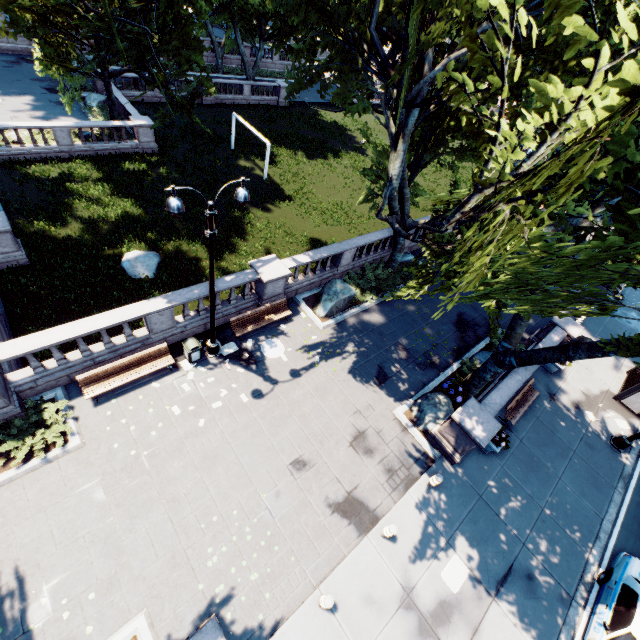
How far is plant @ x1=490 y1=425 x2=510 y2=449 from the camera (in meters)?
12.56

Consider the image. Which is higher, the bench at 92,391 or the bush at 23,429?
the bench at 92,391

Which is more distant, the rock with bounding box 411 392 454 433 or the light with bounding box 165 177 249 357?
the rock with bounding box 411 392 454 433

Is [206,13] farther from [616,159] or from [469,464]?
[469,464]

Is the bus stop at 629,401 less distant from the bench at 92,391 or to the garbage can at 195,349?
the garbage can at 195,349

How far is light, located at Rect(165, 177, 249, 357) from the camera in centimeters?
782cm

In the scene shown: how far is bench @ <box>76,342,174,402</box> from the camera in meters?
10.9 m

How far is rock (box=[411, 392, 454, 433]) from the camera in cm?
1330
